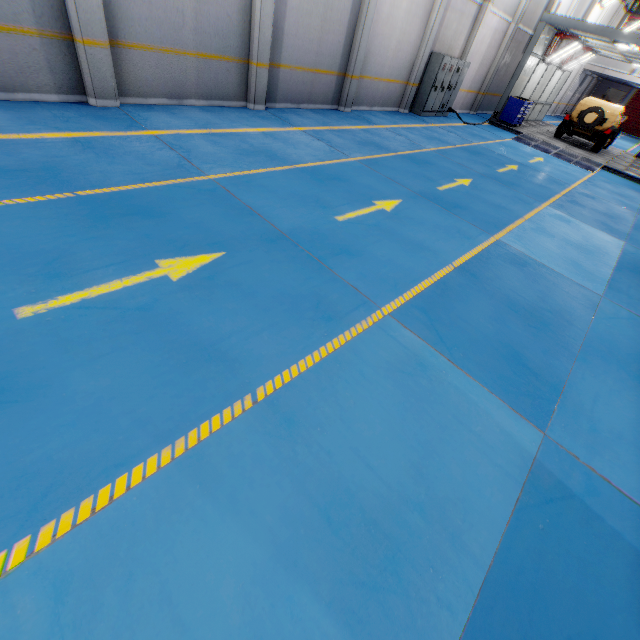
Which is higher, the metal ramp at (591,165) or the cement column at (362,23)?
the cement column at (362,23)

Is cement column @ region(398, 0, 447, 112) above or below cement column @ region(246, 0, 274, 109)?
above

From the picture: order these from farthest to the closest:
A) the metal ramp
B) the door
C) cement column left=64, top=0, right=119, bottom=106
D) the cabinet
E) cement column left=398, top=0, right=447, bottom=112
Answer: the door
the metal ramp
the cabinet
cement column left=398, top=0, right=447, bottom=112
cement column left=64, top=0, right=119, bottom=106

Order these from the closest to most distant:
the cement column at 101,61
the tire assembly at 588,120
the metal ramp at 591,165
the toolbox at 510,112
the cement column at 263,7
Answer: the cement column at 101,61 → the cement column at 263,7 → the metal ramp at 591,165 → the tire assembly at 588,120 → the toolbox at 510,112

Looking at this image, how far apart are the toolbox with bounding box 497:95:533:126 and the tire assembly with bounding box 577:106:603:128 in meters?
2.3 m

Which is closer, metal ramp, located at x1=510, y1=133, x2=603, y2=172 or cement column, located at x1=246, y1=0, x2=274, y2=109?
cement column, located at x1=246, y1=0, x2=274, y2=109

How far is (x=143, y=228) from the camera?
4.1 meters

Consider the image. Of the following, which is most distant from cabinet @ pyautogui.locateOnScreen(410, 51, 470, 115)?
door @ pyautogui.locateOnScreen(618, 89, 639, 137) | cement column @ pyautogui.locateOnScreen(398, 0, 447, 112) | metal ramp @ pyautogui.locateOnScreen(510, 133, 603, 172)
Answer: door @ pyautogui.locateOnScreen(618, 89, 639, 137)
